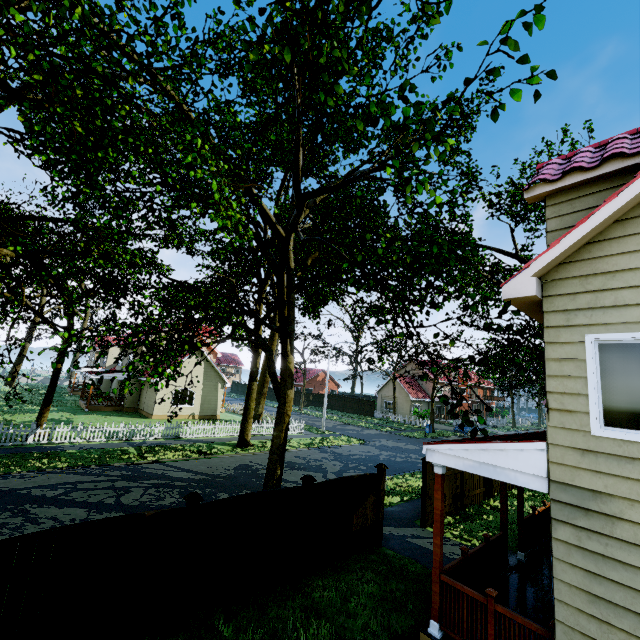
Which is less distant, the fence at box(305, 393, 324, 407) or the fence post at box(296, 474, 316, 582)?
the fence post at box(296, 474, 316, 582)

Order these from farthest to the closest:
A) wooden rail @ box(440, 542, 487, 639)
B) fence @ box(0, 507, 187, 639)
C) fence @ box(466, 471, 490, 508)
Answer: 1. fence @ box(466, 471, 490, 508)
2. wooden rail @ box(440, 542, 487, 639)
3. fence @ box(0, 507, 187, 639)

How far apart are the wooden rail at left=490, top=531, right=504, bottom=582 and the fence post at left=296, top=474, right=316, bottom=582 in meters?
4.0

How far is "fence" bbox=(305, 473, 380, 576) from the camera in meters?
7.8

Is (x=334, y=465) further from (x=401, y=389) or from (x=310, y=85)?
(x=401, y=389)

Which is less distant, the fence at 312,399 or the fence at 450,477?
the fence at 450,477

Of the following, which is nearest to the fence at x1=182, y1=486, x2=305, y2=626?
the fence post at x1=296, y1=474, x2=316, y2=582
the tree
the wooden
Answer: the fence post at x1=296, y1=474, x2=316, y2=582

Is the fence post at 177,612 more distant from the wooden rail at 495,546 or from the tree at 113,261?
the wooden rail at 495,546
